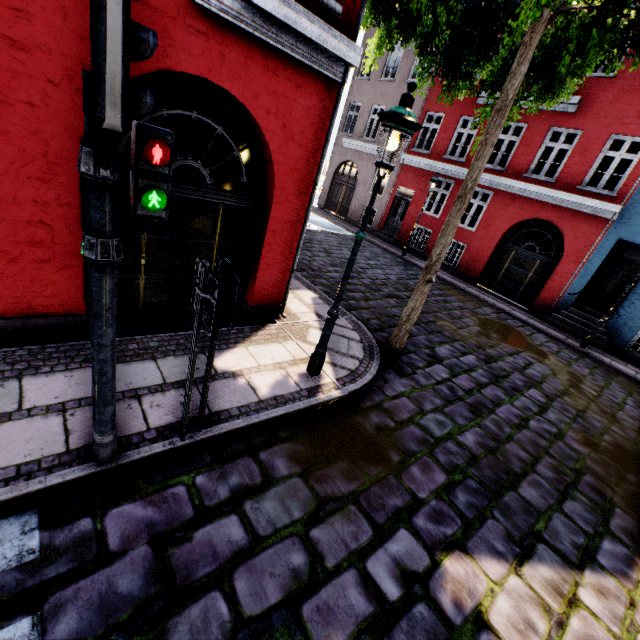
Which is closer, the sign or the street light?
the sign

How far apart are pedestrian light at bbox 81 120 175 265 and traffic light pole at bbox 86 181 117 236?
0.0 meters

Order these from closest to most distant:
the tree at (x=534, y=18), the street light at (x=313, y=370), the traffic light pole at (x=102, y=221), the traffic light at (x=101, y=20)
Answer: the traffic light at (x=101, y=20) < the traffic light pole at (x=102, y=221) < the street light at (x=313, y=370) < the tree at (x=534, y=18)

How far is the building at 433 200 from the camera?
14.89m

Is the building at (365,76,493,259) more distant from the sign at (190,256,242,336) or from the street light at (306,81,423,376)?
the sign at (190,256,242,336)

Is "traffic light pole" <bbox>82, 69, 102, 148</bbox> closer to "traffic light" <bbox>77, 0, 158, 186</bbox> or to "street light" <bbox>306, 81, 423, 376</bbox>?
"traffic light" <bbox>77, 0, 158, 186</bbox>

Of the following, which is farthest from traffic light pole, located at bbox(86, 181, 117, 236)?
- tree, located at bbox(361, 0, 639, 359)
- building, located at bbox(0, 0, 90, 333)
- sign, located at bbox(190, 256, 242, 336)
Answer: tree, located at bbox(361, 0, 639, 359)

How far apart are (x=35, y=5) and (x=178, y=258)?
2.8m
